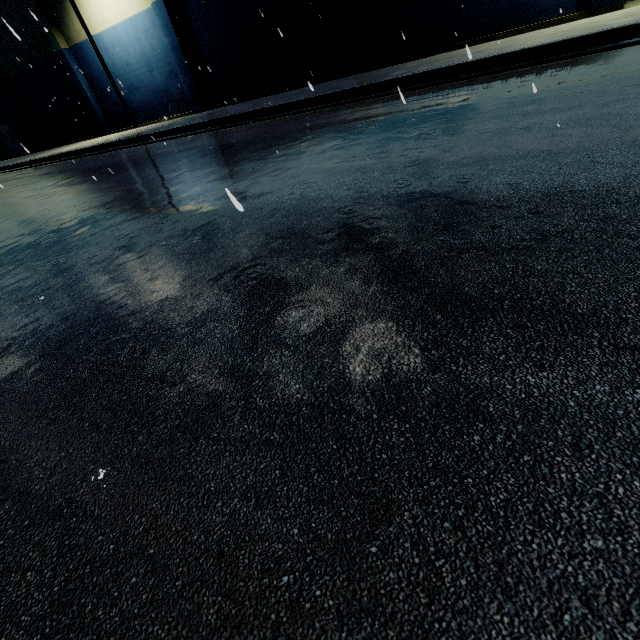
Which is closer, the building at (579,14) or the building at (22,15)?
the building at (579,14)

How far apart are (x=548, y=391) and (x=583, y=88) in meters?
5.1

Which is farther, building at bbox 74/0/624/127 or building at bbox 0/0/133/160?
building at bbox 0/0/133/160
